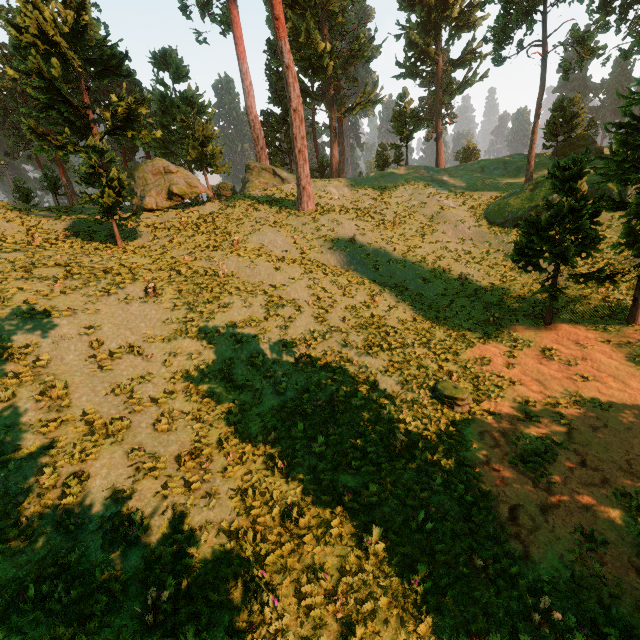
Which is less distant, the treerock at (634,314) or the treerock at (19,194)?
the treerock at (634,314)

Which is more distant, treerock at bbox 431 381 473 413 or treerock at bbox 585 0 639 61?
treerock at bbox 585 0 639 61

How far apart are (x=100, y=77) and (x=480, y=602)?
35.56m

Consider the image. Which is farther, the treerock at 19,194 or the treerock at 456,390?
the treerock at 19,194

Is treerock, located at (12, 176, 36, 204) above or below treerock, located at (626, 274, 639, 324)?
above

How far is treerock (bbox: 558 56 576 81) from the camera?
25.89m

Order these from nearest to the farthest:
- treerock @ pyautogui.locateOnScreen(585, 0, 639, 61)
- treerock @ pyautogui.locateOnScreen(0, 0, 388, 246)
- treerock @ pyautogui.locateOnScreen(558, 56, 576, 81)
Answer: treerock @ pyautogui.locateOnScreen(0, 0, 388, 246), treerock @ pyautogui.locateOnScreen(585, 0, 639, 61), treerock @ pyautogui.locateOnScreen(558, 56, 576, 81)
